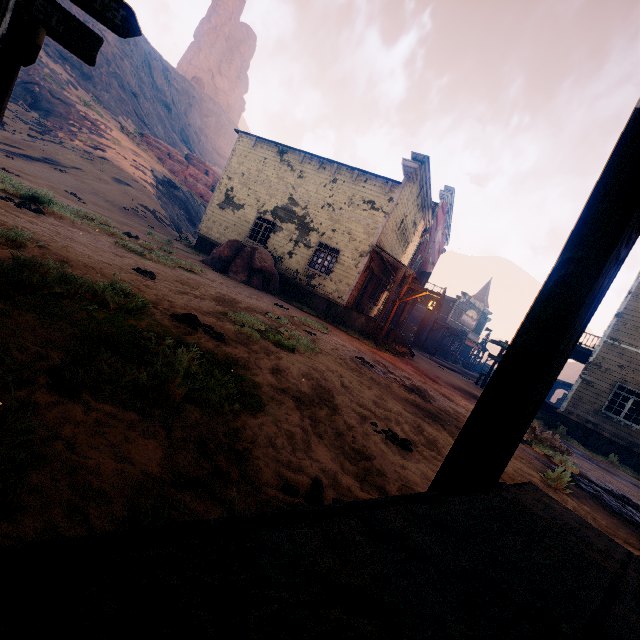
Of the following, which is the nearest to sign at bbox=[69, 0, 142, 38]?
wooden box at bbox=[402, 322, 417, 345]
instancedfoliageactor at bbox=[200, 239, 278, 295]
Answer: instancedfoliageactor at bbox=[200, 239, 278, 295]

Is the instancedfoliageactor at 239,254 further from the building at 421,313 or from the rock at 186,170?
the rock at 186,170

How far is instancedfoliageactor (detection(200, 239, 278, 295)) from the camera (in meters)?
13.65

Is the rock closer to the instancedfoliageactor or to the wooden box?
the instancedfoliageactor

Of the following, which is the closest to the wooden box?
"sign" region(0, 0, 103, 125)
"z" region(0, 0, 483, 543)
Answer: "z" region(0, 0, 483, 543)

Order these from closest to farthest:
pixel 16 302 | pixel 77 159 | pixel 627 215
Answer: pixel 627 215 < pixel 16 302 < pixel 77 159

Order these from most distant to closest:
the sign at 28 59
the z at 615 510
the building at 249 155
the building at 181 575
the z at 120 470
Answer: the building at 249 155 → the z at 615 510 → the sign at 28 59 → the z at 120 470 → the building at 181 575

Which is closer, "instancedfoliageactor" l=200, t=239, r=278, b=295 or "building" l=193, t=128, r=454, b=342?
"instancedfoliageactor" l=200, t=239, r=278, b=295
